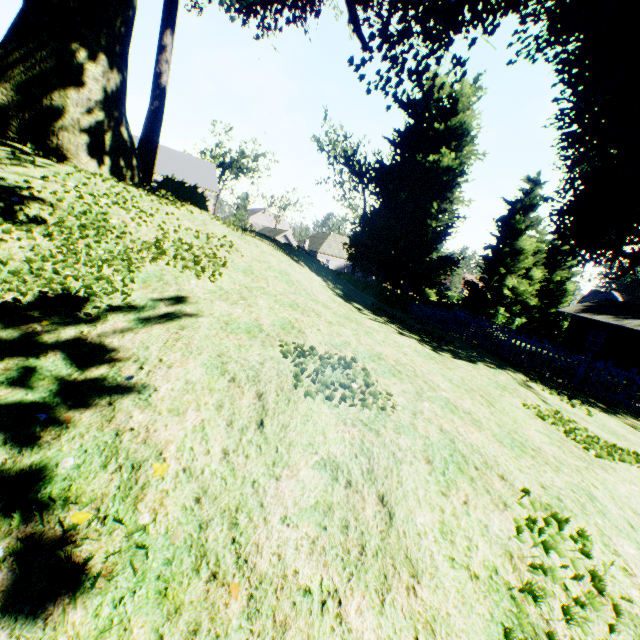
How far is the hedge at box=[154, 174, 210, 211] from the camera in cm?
1474

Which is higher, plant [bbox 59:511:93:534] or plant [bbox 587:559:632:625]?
plant [bbox 59:511:93:534]

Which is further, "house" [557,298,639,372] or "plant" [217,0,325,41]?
"house" [557,298,639,372]

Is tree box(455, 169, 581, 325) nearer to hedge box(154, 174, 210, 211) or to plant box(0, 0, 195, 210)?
plant box(0, 0, 195, 210)

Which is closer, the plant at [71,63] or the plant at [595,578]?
the plant at [595,578]

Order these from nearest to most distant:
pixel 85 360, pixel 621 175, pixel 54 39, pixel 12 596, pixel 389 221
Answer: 1. pixel 12 596
2. pixel 85 360
3. pixel 54 39
4. pixel 621 175
5. pixel 389 221

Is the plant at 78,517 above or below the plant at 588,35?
below
